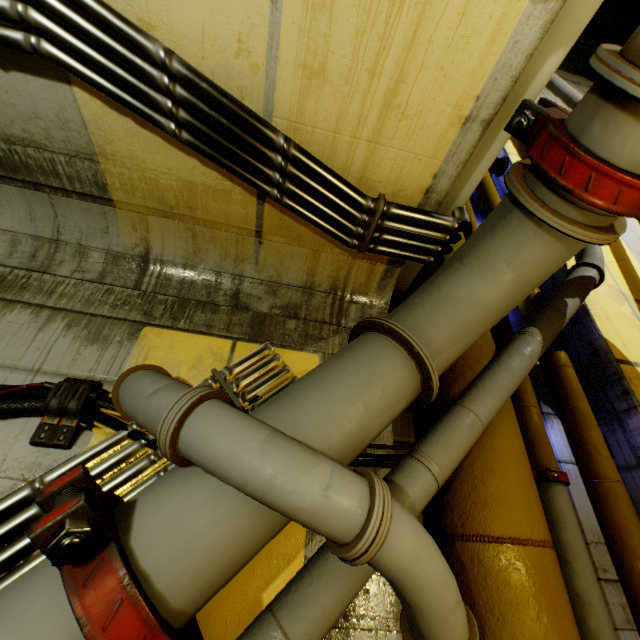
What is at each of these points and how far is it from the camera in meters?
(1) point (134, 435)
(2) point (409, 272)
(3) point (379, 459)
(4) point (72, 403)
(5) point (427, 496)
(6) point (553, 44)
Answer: (1) cable, 1.8
(2) support beam, 2.8
(3) cable, 2.0
(4) cable, 1.8
(5) pipe, 1.7
(6) support beam, 1.5

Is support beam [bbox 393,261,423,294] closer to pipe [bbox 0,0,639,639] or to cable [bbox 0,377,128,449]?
pipe [bbox 0,0,639,639]

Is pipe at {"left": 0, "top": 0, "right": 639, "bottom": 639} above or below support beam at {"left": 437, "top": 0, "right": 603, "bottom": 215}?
below

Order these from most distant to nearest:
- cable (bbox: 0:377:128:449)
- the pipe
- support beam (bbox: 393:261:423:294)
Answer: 1. support beam (bbox: 393:261:423:294)
2. cable (bbox: 0:377:128:449)
3. the pipe

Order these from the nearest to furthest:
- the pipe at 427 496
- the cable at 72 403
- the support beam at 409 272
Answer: the pipe at 427 496 < the cable at 72 403 < the support beam at 409 272

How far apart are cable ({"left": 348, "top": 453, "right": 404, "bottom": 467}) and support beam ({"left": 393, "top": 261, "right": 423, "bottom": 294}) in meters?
1.4 m

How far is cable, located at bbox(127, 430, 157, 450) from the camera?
1.8m

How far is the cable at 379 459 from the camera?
2.03m
